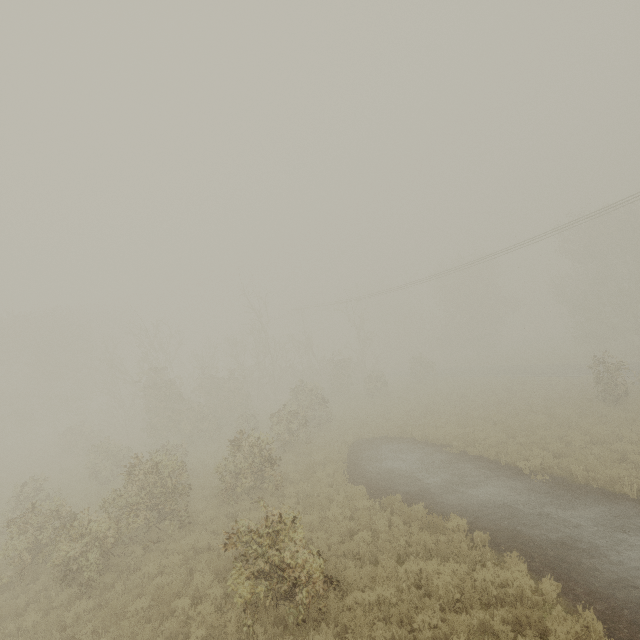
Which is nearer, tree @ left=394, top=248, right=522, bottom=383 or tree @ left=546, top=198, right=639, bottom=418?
tree @ left=546, top=198, right=639, bottom=418

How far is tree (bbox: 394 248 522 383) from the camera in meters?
38.1 m

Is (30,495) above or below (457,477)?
above

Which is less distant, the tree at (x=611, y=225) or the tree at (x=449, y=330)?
the tree at (x=611, y=225)

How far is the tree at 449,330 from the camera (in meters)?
38.09
